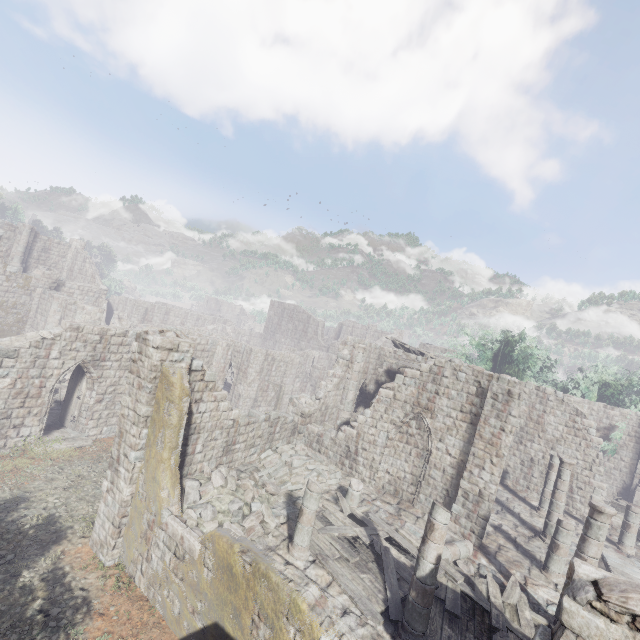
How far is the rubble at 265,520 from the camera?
10.3m

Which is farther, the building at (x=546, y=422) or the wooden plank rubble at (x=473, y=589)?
the wooden plank rubble at (x=473, y=589)

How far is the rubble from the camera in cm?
1031

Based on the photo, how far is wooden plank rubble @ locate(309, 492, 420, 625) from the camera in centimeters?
877cm

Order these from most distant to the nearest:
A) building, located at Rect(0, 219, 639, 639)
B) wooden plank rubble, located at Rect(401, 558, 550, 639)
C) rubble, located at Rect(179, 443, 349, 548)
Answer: rubble, located at Rect(179, 443, 349, 548) → wooden plank rubble, located at Rect(401, 558, 550, 639) → building, located at Rect(0, 219, 639, 639)

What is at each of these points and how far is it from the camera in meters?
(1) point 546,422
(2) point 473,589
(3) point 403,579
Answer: (1) building, 20.8
(2) wooden plank rubble, 10.1
(3) wooden plank rubble, 9.7

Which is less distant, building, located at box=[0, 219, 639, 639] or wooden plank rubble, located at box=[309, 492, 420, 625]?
building, located at box=[0, 219, 639, 639]
